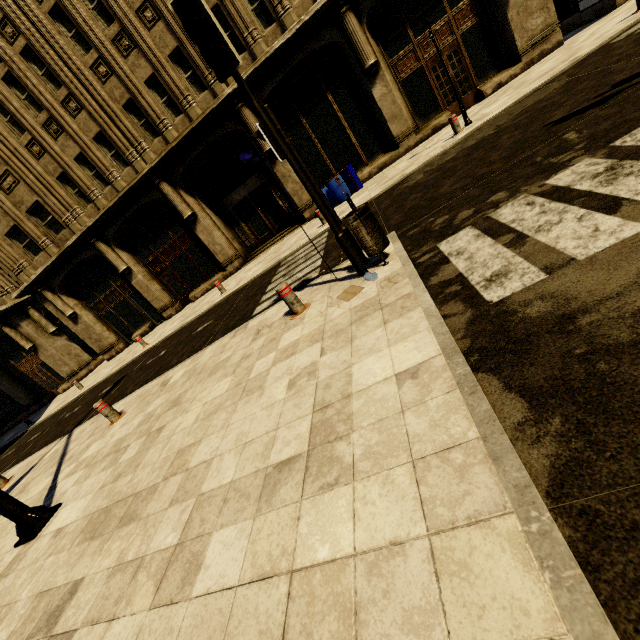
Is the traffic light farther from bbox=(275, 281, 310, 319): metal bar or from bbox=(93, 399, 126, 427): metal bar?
bbox=(93, 399, 126, 427): metal bar

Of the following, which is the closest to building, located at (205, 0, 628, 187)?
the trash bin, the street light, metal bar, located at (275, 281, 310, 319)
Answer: the street light

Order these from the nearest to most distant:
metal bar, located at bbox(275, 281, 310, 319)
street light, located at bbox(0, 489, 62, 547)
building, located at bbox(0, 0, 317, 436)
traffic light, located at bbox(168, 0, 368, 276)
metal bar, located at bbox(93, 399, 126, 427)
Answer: traffic light, located at bbox(168, 0, 368, 276)
street light, located at bbox(0, 489, 62, 547)
metal bar, located at bbox(275, 281, 310, 319)
metal bar, located at bbox(93, 399, 126, 427)
building, located at bbox(0, 0, 317, 436)

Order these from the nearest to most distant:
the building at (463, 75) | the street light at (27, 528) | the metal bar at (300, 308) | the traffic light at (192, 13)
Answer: the traffic light at (192, 13), the street light at (27, 528), the metal bar at (300, 308), the building at (463, 75)

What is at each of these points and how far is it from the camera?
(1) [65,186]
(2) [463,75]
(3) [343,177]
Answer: (1) building, 15.4m
(2) building, 12.6m
(3) barrel, 13.3m

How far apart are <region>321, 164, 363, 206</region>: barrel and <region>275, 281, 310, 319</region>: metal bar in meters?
9.2

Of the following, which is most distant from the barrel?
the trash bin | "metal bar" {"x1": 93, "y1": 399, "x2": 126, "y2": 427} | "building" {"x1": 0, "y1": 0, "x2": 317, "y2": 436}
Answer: "metal bar" {"x1": 93, "y1": 399, "x2": 126, "y2": 427}

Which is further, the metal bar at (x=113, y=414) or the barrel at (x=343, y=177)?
the barrel at (x=343, y=177)
